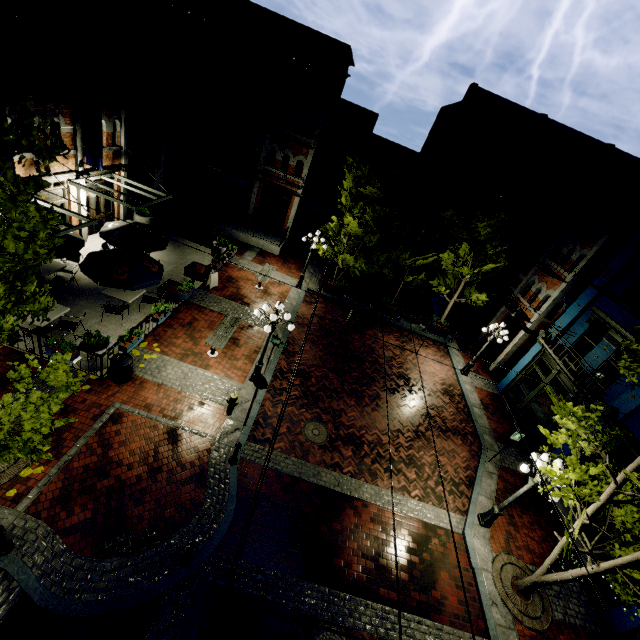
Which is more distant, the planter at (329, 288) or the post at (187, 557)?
the planter at (329, 288)

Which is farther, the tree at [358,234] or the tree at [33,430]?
the tree at [358,234]

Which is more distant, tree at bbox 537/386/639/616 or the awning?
the awning

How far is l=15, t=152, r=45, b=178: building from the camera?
11.64m

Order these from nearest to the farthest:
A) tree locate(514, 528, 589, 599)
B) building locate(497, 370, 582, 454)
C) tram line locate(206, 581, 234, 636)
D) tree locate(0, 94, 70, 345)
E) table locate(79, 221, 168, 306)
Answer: tram line locate(206, 581, 234, 636)
tree locate(0, 94, 70, 345)
tree locate(514, 528, 589, 599)
table locate(79, 221, 168, 306)
building locate(497, 370, 582, 454)

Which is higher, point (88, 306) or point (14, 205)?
point (14, 205)

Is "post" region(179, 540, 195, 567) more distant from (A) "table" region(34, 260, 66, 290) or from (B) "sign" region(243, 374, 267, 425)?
(A) "table" region(34, 260, 66, 290)

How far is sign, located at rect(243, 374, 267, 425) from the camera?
9.5 meters
